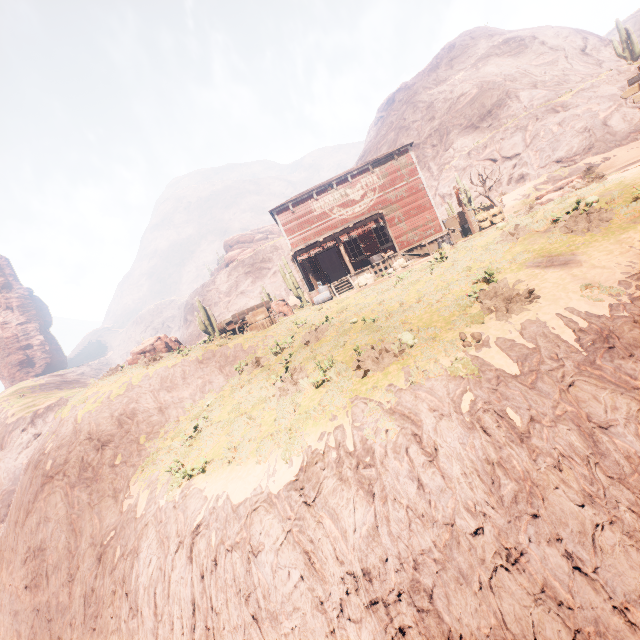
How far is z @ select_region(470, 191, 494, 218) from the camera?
26.7 meters

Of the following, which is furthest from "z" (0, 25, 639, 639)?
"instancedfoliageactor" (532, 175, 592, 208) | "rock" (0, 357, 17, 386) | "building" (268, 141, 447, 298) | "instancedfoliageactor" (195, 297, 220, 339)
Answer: "instancedfoliageactor" (532, 175, 592, 208)

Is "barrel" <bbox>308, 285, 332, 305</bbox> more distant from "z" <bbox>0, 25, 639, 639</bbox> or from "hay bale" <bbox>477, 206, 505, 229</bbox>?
"hay bale" <bbox>477, 206, 505, 229</bbox>

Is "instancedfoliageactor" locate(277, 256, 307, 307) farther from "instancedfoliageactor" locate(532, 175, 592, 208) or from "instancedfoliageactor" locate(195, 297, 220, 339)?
"instancedfoliageactor" locate(532, 175, 592, 208)

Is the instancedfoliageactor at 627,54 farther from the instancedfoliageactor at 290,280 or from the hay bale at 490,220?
the instancedfoliageactor at 290,280

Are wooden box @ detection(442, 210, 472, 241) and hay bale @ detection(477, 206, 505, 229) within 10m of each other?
yes

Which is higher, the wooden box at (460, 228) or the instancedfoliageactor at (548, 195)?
the wooden box at (460, 228)

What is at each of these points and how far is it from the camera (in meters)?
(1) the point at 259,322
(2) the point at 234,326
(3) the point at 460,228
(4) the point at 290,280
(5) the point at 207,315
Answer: (1) wooden box, 17.47
(2) carraige, 18.36
(3) wooden box, 21.70
(4) instancedfoliageactor, 28.12
(5) instancedfoliageactor, 28.34
